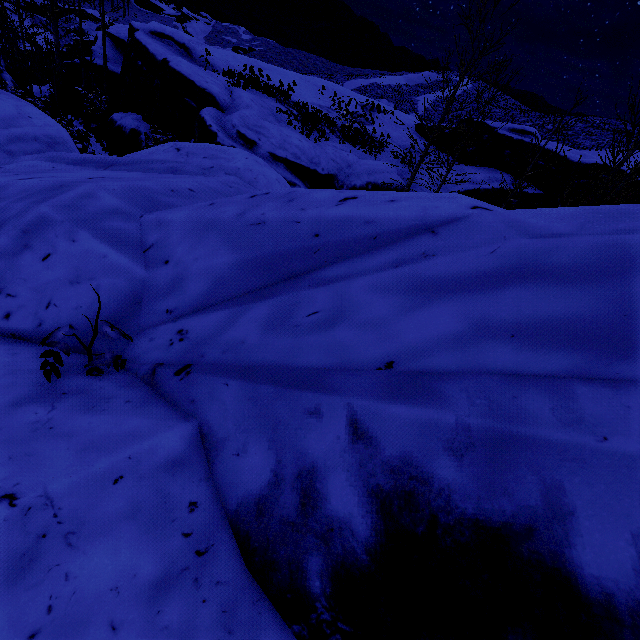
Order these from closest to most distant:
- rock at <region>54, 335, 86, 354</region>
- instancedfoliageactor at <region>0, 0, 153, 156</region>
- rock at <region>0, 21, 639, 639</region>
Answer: rock at <region>0, 21, 639, 639</region> < rock at <region>54, 335, 86, 354</region> < instancedfoliageactor at <region>0, 0, 153, 156</region>

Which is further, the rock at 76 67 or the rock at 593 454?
the rock at 76 67

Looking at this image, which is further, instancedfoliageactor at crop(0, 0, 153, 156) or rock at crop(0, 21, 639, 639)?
instancedfoliageactor at crop(0, 0, 153, 156)

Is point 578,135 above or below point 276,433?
above

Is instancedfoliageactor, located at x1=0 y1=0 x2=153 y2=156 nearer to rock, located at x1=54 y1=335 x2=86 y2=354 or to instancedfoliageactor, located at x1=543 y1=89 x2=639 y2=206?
rock, located at x1=54 y1=335 x2=86 y2=354

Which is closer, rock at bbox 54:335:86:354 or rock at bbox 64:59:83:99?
rock at bbox 54:335:86:354

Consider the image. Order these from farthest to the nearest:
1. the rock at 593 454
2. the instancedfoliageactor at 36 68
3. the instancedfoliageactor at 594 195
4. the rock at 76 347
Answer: the instancedfoliageactor at 36 68
the instancedfoliageactor at 594 195
the rock at 76 347
the rock at 593 454

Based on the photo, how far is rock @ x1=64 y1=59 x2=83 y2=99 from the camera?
23.97m
